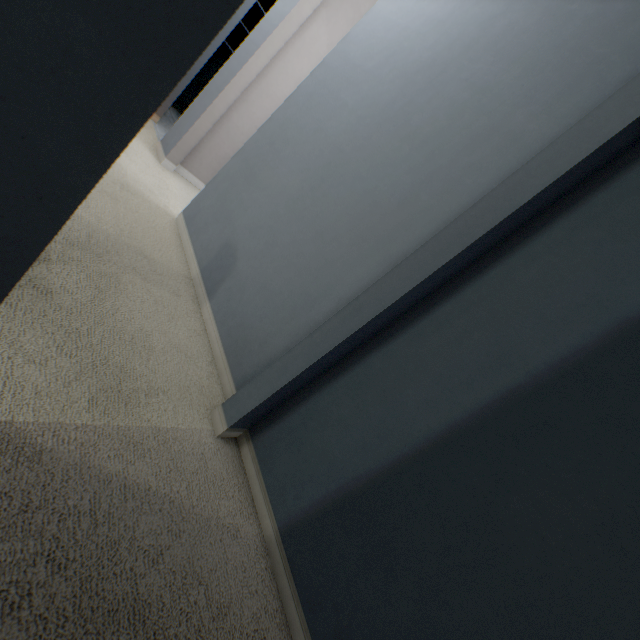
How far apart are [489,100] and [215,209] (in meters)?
1.72
